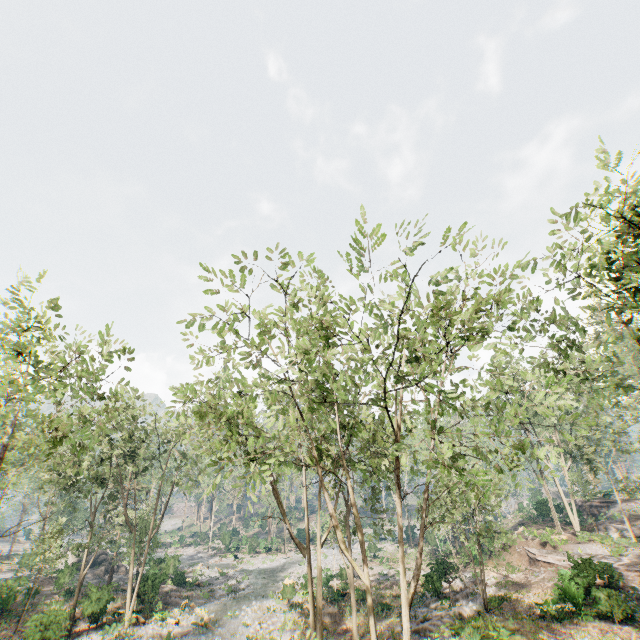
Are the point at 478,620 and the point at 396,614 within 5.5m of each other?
no

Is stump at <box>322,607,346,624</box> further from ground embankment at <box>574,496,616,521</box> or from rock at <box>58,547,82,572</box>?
ground embankment at <box>574,496,616,521</box>

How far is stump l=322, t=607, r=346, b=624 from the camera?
25.4 meters

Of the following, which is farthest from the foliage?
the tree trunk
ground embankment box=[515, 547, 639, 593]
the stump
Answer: the stump

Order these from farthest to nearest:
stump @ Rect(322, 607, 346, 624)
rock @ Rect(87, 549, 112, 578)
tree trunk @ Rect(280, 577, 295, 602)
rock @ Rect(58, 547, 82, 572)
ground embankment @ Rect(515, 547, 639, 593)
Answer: rock @ Rect(87, 549, 112, 578) → rock @ Rect(58, 547, 82, 572) → tree trunk @ Rect(280, 577, 295, 602) → stump @ Rect(322, 607, 346, 624) → ground embankment @ Rect(515, 547, 639, 593)

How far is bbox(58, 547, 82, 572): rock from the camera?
32.8 meters

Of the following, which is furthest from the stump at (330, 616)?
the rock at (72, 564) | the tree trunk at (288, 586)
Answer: the rock at (72, 564)

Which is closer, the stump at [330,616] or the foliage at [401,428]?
the foliage at [401,428]
